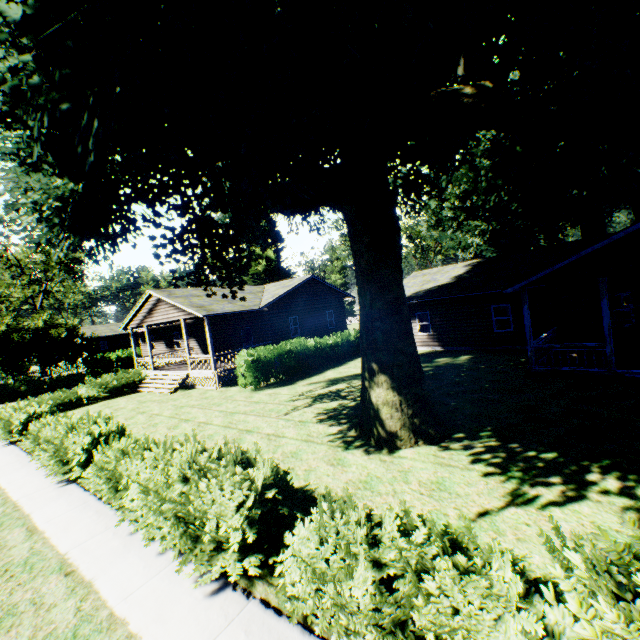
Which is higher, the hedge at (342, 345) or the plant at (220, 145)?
the plant at (220, 145)

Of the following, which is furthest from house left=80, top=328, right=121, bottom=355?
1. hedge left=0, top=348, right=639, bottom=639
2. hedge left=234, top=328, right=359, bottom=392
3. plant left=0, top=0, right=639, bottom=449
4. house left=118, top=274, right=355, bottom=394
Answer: hedge left=0, top=348, right=639, bottom=639

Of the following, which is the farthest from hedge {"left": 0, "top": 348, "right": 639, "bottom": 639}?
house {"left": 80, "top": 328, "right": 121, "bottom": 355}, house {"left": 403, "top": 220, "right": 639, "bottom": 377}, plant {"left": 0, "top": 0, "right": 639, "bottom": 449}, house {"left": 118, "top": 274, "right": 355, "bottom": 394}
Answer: house {"left": 80, "top": 328, "right": 121, "bottom": 355}

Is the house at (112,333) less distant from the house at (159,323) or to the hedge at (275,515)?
the house at (159,323)

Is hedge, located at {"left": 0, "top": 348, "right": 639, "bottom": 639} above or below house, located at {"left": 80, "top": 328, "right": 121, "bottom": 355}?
below

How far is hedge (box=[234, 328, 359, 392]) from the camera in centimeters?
1717cm

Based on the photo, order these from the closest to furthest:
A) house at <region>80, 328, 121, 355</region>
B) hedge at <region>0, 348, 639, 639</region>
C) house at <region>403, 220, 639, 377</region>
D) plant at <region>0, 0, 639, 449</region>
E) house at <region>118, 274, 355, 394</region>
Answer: hedge at <region>0, 348, 639, 639</region>, plant at <region>0, 0, 639, 449</region>, house at <region>403, 220, 639, 377</region>, house at <region>118, 274, 355, 394</region>, house at <region>80, 328, 121, 355</region>

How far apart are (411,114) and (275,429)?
10.0m
